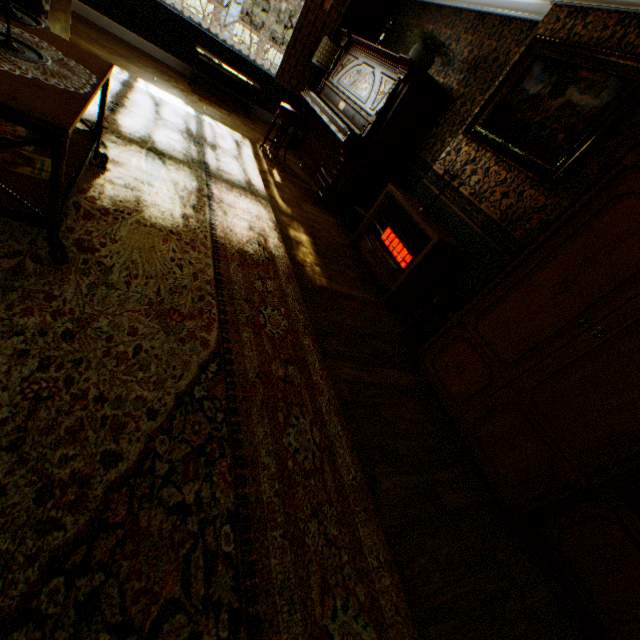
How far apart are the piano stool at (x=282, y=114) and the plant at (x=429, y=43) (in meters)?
1.77

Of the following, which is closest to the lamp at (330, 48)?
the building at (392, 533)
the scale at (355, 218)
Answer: the building at (392, 533)

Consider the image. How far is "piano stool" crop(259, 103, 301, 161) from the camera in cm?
488

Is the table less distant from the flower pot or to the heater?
the heater

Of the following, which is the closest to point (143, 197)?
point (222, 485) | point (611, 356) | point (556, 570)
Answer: point (222, 485)

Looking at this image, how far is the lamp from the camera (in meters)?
5.78

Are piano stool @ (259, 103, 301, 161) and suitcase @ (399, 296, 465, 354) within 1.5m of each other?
no

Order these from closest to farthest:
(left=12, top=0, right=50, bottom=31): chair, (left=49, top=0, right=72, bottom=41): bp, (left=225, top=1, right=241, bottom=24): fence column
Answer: (left=12, top=0, right=50, bottom=31): chair → (left=49, top=0, right=72, bottom=41): bp → (left=225, top=1, right=241, bottom=24): fence column
